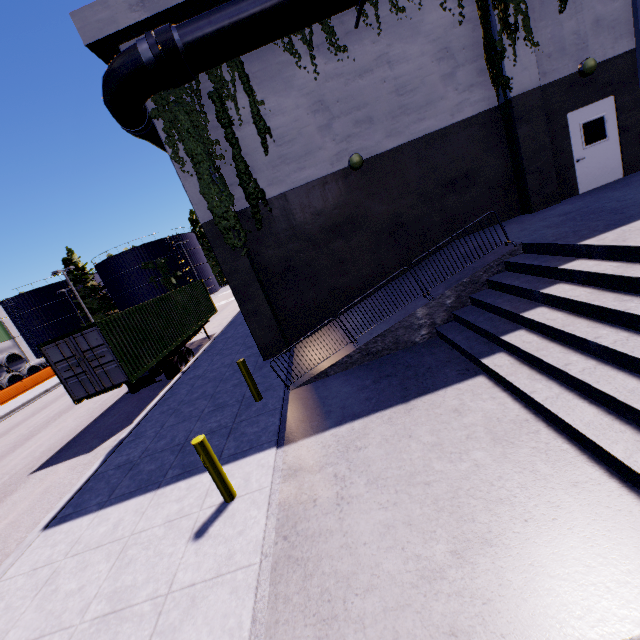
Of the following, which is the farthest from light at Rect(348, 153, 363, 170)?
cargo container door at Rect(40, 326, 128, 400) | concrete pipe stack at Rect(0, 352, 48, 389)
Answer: concrete pipe stack at Rect(0, 352, 48, 389)

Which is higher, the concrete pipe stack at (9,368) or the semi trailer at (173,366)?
the concrete pipe stack at (9,368)

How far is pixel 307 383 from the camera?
8.23m

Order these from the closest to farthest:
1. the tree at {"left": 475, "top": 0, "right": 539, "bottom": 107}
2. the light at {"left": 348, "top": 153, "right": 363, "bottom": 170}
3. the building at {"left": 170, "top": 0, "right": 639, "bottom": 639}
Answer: the building at {"left": 170, "top": 0, "right": 639, "bottom": 639} → the tree at {"left": 475, "top": 0, "right": 539, "bottom": 107} → the light at {"left": 348, "top": 153, "right": 363, "bottom": 170}

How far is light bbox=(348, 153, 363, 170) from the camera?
9.72m

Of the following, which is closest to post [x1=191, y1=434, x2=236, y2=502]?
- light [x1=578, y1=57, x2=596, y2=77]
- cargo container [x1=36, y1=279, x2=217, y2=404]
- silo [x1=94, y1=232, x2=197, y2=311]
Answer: cargo container [x1=36, y1=279, x2=217, y2=404]

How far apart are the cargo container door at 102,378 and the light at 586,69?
16.31m

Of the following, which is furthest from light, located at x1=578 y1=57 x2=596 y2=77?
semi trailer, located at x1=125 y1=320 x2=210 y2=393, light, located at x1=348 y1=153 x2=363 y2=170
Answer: semi trailer, located at x1=125 y1=320 x2=210 y2=393
